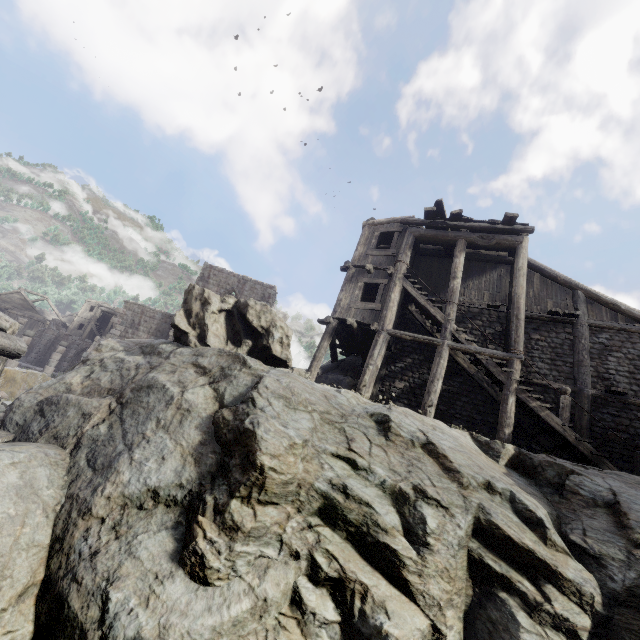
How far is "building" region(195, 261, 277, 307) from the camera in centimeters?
2499cm

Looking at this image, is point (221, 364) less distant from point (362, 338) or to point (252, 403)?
point (252, 403)

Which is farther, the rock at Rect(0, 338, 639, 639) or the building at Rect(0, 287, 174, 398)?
the building at Rect(0, 287, 174, 398)

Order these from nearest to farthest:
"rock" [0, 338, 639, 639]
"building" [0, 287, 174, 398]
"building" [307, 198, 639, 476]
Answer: "rock" [0, 338, 639, 639], "building" [307, 198, 639, 476], "building" [0, 287, 174, 398]

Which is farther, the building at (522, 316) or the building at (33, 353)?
the building at (33, 353)

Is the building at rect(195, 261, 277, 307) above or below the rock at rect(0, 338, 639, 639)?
above

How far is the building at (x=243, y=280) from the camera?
25.0m
